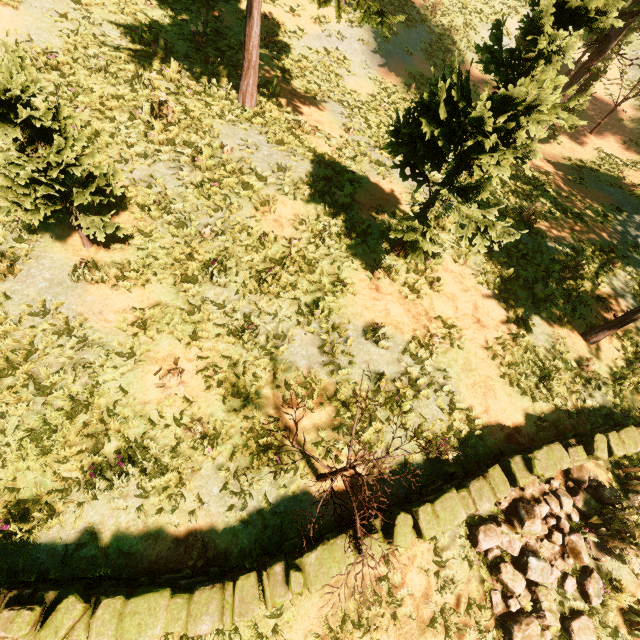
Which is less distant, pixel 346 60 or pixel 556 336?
pixel 556 336

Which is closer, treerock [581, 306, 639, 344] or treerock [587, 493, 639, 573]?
treerock [587, 493, 639, 573]

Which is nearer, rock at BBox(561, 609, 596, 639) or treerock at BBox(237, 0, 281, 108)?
rock at BBox(561, 609, 596, 639)

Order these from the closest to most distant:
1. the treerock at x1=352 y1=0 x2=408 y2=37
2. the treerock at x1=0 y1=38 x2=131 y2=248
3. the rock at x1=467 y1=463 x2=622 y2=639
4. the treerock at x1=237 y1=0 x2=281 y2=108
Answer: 1. the treerock at x1=0 y1=38 x2=131 y2=248
2. the rock at x1=467 y1=463 x2=622 y2=639
3. the treerock at x1=352 y1=0 x2=408 y2=37
4. the treerock at x1=237 y1=0 x2=281 y2=108

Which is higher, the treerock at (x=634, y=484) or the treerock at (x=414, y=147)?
the treerock at (x=414, y=147)

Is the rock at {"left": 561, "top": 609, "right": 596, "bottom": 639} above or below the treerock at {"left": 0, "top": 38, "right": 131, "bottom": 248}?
below
